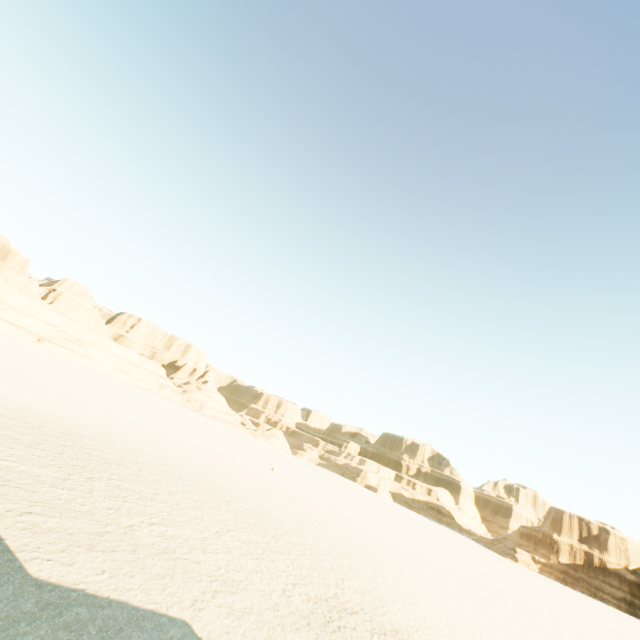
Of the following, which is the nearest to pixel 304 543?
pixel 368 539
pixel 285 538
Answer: pixel 285 538
